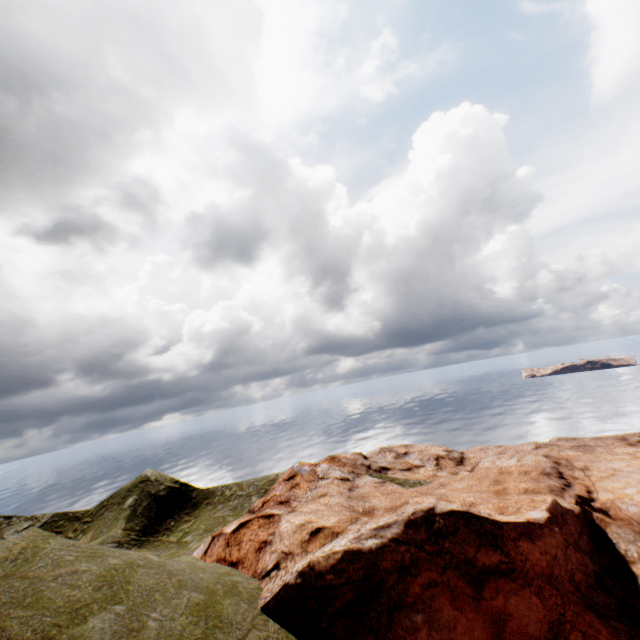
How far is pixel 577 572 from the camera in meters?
18.5
